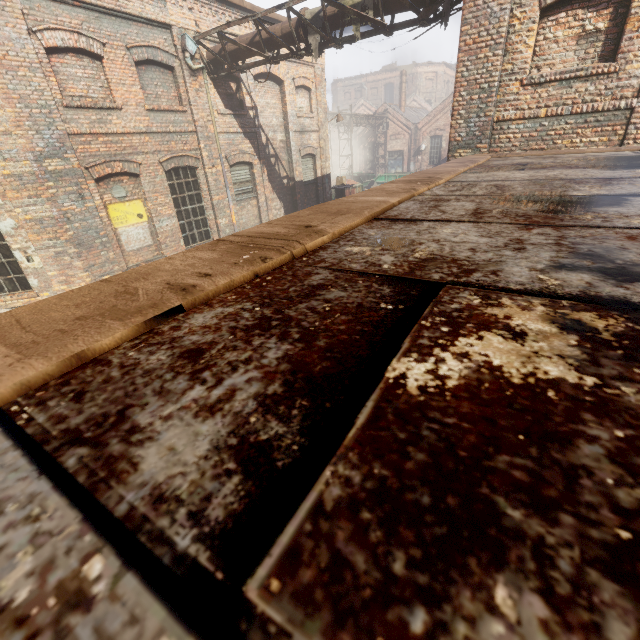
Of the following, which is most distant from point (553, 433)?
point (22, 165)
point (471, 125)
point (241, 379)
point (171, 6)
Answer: point (171, 6)

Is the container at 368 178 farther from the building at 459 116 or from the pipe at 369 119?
the building at 459 116

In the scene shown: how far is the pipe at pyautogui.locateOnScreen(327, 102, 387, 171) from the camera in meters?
26.4 m

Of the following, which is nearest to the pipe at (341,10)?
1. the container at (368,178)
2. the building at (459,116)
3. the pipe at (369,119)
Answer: the building at (459,116)

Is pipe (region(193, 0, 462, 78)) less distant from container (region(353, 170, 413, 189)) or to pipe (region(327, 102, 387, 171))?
pipe (region(327, 102, 387, 171))

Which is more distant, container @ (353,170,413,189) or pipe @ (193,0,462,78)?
container @ (353,170,413,189)

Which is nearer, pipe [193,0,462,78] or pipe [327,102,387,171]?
pipe [193,0,462,78]

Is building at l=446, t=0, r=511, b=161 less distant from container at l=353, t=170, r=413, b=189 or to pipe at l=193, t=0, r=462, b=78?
pipe at l=193, t=0, r=462, b=78
